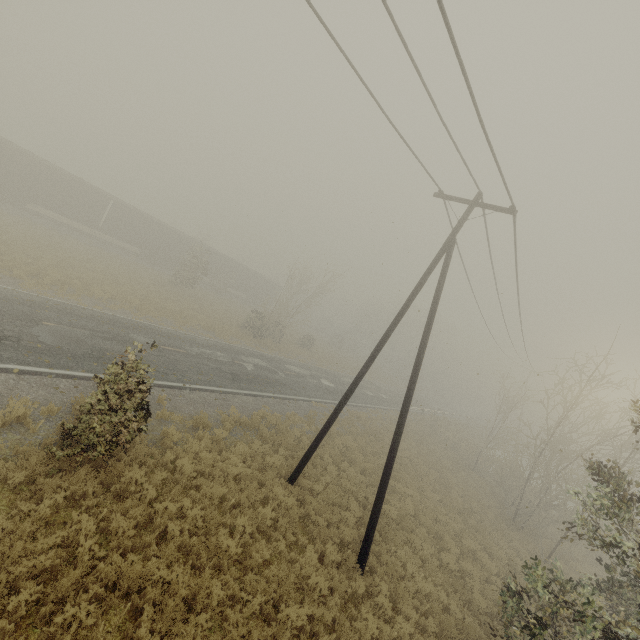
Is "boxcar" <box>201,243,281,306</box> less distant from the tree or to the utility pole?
the tree

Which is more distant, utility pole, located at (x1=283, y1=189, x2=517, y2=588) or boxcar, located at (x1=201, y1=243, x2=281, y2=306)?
boxcar, located at (x1=201, y1=243, x2=281, y2=306)

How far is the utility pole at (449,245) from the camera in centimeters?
955cm

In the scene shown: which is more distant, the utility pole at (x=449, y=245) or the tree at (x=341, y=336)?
the tree at (x=341, y=336)

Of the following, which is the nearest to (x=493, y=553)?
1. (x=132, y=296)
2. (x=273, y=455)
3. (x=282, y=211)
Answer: (x=273, y=455)

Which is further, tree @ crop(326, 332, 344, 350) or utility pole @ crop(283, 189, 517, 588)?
tree @ crop(326, 332, 344, 350)

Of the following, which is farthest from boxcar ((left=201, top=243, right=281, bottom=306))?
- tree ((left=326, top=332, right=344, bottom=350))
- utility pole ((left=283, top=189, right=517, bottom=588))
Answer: utility pole ((left=283, top=189, right=517, bottom=588))
